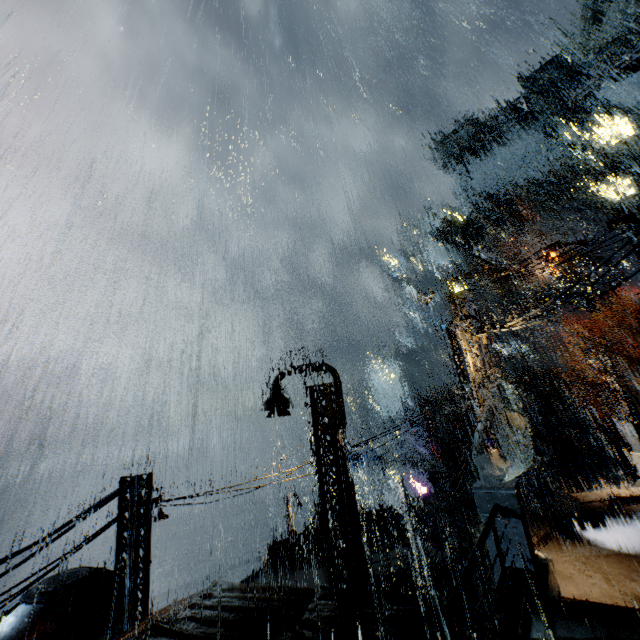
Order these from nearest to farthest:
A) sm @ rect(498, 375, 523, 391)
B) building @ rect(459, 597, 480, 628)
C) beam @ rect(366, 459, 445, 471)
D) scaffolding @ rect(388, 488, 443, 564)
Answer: building @ rect(459, 597, 480, 628), scaffolding @ rect(388, 488, 443, 564), sm @ rect(498, 375, 523, 391), beam @ rect(366, 459, 445, 471)

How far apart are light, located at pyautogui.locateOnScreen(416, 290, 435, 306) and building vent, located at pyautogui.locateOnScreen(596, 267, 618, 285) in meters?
43.9 m

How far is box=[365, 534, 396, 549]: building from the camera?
20.7 meters

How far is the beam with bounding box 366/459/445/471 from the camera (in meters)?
31.11

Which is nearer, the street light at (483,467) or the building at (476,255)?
the street light at (483,467)

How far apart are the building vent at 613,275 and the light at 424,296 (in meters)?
43.93

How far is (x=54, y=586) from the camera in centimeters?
1043cm

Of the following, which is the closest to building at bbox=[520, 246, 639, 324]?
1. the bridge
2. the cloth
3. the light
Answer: the bridge
